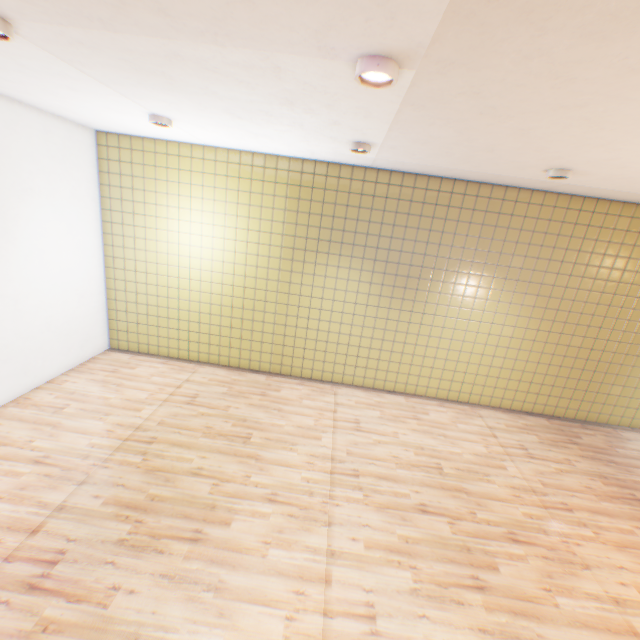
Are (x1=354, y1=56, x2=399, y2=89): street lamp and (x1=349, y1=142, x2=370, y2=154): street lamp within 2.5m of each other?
yes

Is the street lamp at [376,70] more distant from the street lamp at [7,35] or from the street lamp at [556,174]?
the street lamp at [556,174]

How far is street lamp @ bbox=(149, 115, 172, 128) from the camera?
4.3m

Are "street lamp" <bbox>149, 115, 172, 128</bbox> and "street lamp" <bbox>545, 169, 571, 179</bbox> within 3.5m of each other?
no

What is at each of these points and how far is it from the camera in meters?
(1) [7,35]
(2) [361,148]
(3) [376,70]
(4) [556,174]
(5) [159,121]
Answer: (1) street lamp, 2.3
(2) street lamp, 4.2
(3) street lamp, 2.0
(4) street lamp, 4.1
(5) street lamp, 4.3

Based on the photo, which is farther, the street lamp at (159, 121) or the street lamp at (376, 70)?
the street lamp at (159, 121)

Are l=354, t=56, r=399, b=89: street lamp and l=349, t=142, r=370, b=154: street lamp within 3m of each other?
yes

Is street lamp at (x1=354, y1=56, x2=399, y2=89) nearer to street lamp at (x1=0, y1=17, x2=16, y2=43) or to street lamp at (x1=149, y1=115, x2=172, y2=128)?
street lamp at (x1=0, y1=17, x2=16, y2=43)
